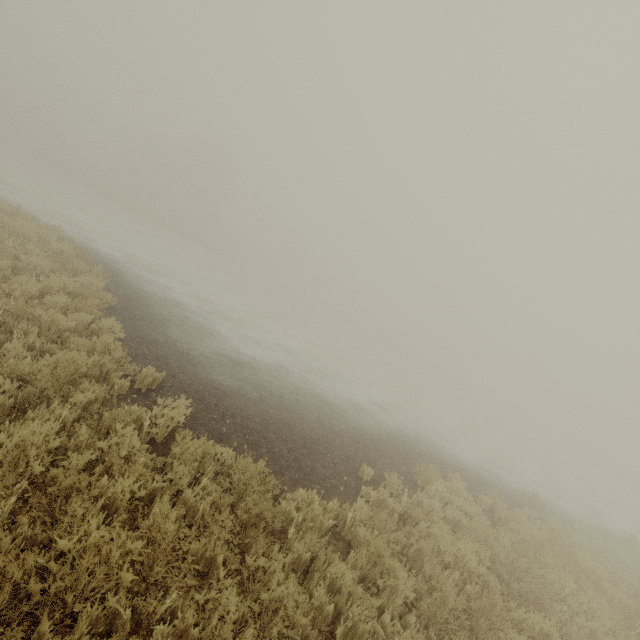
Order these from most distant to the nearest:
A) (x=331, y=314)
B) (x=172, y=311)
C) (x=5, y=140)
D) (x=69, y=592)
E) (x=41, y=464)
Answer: (x=331, y=314) → (x=5, y=140) → (x=172, y=311) → (x=41, y=464) → (x=69, y=592)
